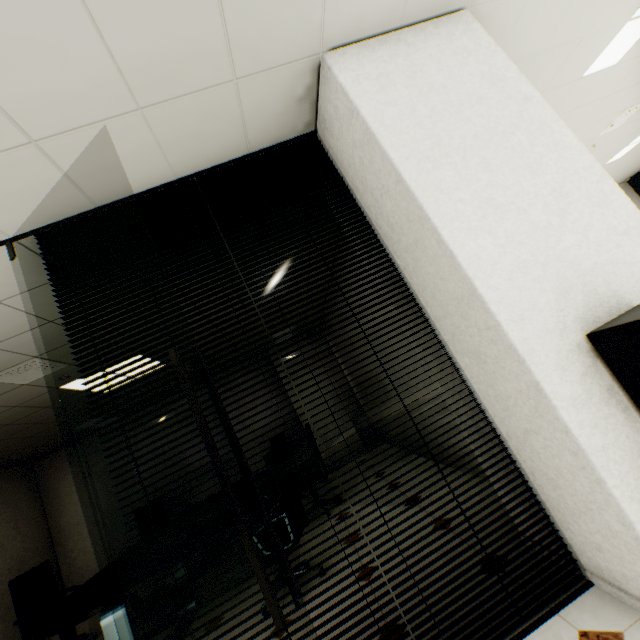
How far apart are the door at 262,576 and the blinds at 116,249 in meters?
0.4

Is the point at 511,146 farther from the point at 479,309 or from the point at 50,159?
the point at 50,159

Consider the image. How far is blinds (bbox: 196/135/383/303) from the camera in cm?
199

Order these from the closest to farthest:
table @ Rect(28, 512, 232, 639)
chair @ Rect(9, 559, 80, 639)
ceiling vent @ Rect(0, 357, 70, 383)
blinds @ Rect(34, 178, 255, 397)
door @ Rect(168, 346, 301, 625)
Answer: door @ Rect(168, 346, 301, 625), blinds @ Rect(34, 178, 255, 397), table @ Rect(28, 512, 232, 639), ceiling vent @ Rect(0, 357, 70, 383), chair @ Rect(9, 559, 80, 639)

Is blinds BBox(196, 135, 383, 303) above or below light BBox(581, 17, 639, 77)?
below

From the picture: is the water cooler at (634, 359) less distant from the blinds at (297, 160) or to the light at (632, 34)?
the blinds at (297, 160)

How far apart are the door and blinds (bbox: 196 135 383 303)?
0.42m
